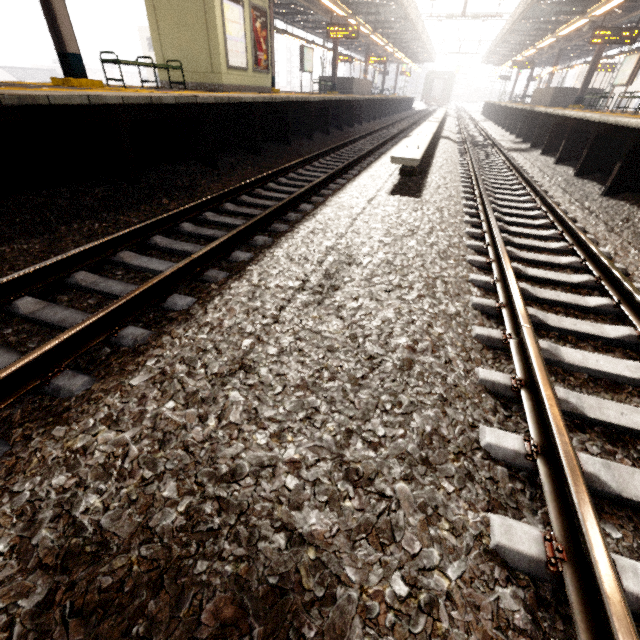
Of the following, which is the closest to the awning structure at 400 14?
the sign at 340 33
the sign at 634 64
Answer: the sign at 340 33

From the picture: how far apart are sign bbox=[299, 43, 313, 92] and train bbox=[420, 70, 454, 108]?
38.2 meters

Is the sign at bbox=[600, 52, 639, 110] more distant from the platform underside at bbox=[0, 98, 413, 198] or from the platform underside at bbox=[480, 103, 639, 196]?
the platform underside at bbox=[0, 98, 413, 198]

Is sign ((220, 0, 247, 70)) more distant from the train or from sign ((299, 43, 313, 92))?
the train

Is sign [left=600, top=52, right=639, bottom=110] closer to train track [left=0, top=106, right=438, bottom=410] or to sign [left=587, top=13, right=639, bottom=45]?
sign [left=587, top=13, right=639, bottom=45]

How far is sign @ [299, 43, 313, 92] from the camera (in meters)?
16.81

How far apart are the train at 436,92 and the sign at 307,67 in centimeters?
3818cm

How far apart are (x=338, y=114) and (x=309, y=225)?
12.87m
